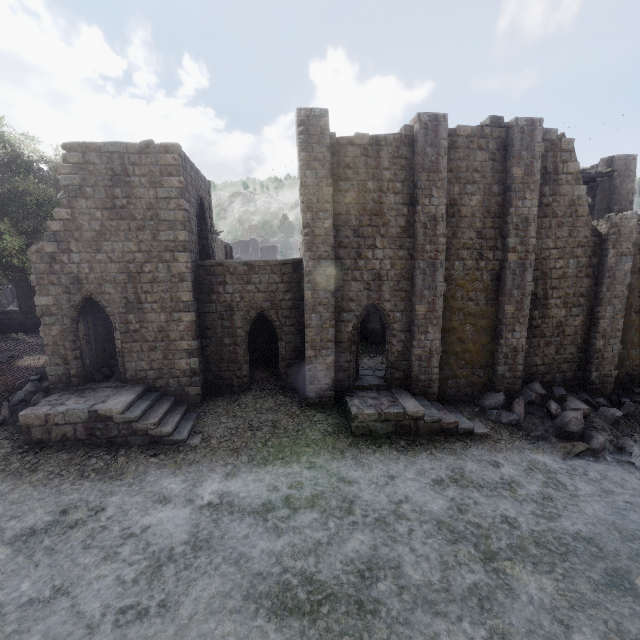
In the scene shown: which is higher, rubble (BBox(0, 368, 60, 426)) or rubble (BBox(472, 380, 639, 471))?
rubble (BBox(0, 368, 60, 426))

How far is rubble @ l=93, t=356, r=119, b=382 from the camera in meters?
14.2 m

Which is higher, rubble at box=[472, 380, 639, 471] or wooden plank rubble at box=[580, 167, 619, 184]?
wooden plank rubble at box=[580, 167, 619, 184]

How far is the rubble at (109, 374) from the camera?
14.23m

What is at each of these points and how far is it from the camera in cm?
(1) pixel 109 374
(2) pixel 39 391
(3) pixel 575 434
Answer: (1) rubble, 1455
(2) rubble, 1355
(3) rubble, 1329

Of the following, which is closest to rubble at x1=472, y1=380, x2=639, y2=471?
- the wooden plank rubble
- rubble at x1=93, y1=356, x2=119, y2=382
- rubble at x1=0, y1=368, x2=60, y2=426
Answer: the wooden plank rubble

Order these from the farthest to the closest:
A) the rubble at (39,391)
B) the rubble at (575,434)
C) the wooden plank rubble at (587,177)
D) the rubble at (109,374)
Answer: the wooden plank rubble at (587,177), the rubble at (109,374), the rubble at (575,434), the rubble at (39,391)

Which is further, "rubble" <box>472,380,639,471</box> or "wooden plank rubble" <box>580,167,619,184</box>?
"wooden plank rubble" <box>580,167,619,184</box>
